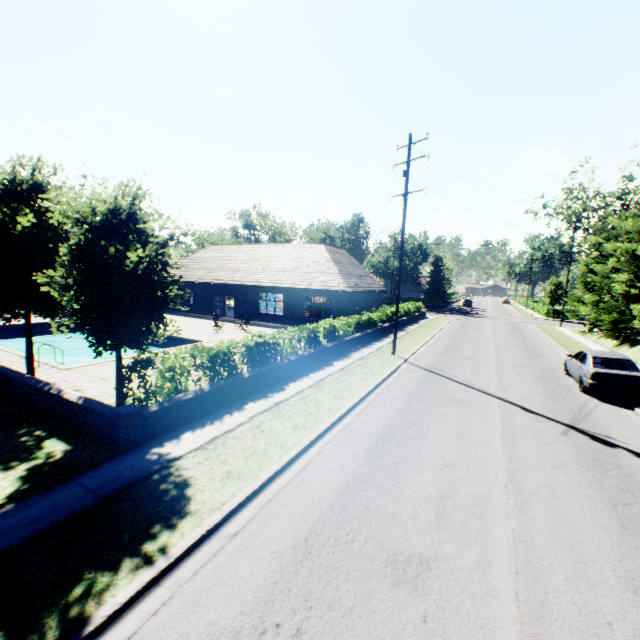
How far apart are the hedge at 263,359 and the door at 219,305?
18.5m

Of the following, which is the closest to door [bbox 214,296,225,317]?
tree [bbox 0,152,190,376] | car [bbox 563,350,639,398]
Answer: tree [bbox 0,152,190,376]

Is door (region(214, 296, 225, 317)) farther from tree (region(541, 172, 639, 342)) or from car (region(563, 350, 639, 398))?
car (region(563, 350, 639, 398))

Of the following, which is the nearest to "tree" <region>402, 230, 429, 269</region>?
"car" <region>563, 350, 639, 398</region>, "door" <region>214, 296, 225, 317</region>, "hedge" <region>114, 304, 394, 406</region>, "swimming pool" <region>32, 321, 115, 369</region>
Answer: "swimming pool" <region>32, 321, 115, 369</region>

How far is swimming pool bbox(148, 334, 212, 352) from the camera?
18.6 meters

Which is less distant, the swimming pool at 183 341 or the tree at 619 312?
the swimming pool at 183 341

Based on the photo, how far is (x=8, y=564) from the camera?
4.39m

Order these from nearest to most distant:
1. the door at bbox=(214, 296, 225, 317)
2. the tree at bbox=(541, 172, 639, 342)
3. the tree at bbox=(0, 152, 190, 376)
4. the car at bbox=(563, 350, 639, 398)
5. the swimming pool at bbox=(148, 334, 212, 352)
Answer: the tree at bbox=(0, 152, 190, 376), the car at bbox=(563, 350, 639, 398), the swimming pool at bbox=(148, 334, 212, 352), the tree at bbox=(541, 172, 639, 342), the door at bbox=(214, 296, 225, 317)
